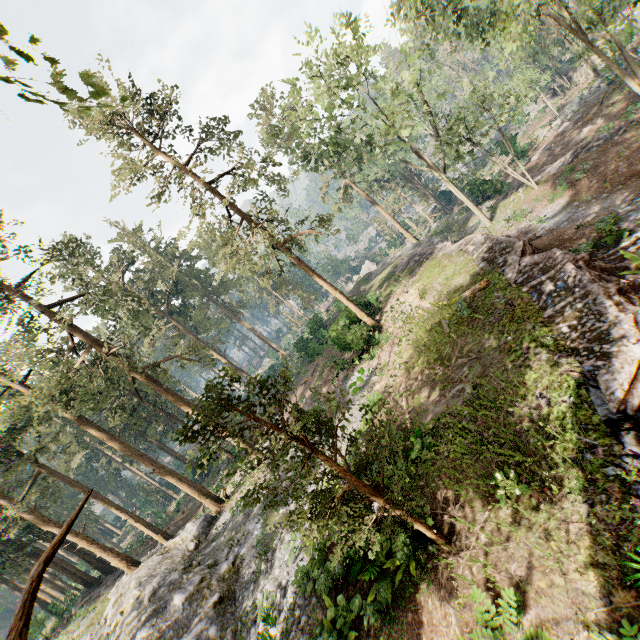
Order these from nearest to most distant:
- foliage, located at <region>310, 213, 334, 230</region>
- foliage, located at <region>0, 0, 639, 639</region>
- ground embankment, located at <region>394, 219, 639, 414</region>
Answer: foliage, located at <region>0, 0, 639, 639</region>, ground embankment, located at <region>394, 219, 639, 414</region>, foliage, located at <region>310, 213, 334, 230</region>

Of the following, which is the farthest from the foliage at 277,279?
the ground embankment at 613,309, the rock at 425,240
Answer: the ground embankment at 613,309

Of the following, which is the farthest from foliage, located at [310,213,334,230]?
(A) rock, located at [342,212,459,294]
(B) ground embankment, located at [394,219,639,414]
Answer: (B) ground embankment, located at [394,219,639,414]

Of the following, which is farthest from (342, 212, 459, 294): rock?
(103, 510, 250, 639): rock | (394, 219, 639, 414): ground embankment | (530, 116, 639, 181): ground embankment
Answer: (103, 510, 250, 639): rock

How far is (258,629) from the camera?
12.2 meters

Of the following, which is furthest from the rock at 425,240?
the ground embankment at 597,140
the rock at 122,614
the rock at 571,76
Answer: the rock at 122,614

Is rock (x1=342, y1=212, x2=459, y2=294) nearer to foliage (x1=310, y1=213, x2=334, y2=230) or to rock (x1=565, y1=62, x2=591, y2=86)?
foliage (x1=310, y1=213, x2=334, y2=230)

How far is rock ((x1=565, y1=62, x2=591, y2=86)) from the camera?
38.0m
